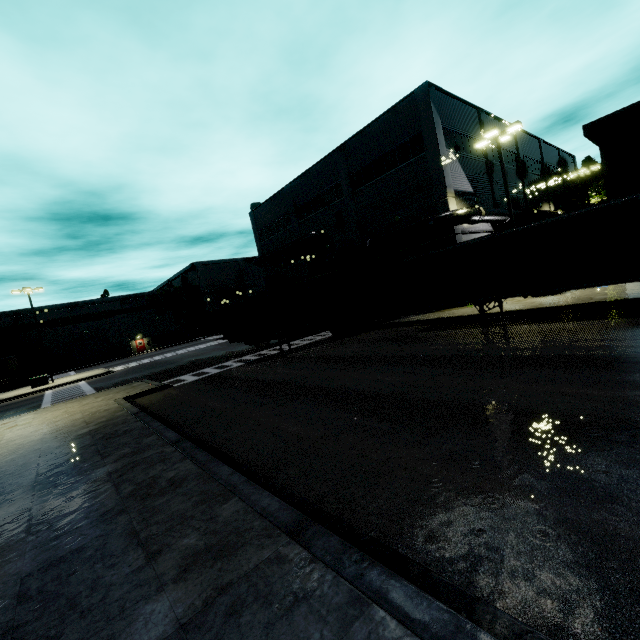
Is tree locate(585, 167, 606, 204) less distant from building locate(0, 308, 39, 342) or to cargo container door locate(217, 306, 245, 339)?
building locate(0, 308, 39, 342)

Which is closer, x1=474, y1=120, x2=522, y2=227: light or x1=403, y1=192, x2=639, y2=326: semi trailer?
x1=403, y1=192, x2=639, y2=326: semi trailer

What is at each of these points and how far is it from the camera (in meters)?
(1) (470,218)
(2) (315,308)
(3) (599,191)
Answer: (1) pipe, 20.53
(2) cargo container, 20.42
(3) tree, 34.31

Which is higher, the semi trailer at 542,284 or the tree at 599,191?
the tree at 599,191

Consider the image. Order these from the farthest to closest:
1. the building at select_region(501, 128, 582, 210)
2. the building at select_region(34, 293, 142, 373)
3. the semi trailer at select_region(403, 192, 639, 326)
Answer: the building at select_region(34, 293, 142, 373), the building at select_region(501, 128, 582, 210), the semi trailer at select_region(403, 192, 639, 326)

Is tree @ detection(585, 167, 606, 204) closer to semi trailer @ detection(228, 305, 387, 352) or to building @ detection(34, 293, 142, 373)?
building @ detection(34, 293, 142, 373)

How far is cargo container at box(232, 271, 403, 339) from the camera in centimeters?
1878cm

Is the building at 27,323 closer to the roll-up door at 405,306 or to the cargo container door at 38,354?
the roll-up door at 405,306
